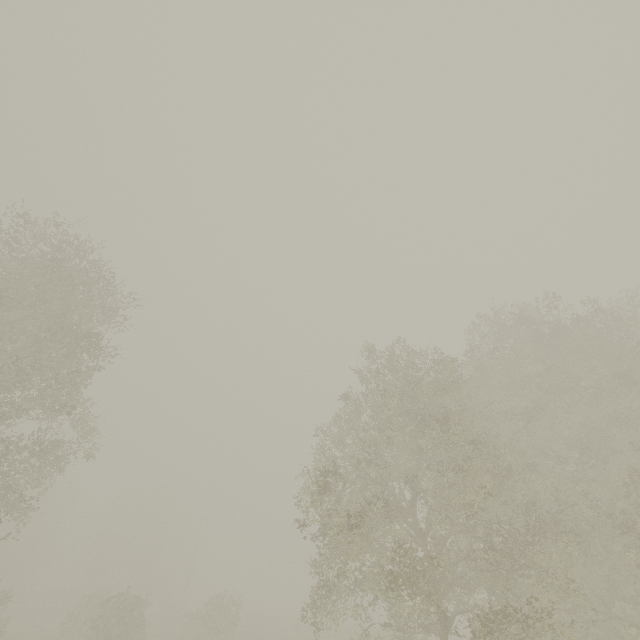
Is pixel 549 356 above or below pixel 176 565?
above
